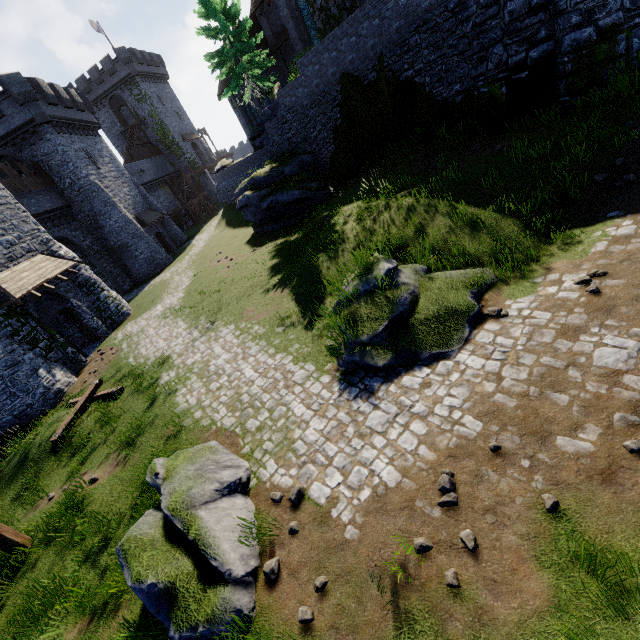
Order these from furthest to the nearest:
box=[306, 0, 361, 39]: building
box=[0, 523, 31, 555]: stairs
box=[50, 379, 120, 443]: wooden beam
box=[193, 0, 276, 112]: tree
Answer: box=[193, 0, 276, 112]: tree < box=[306, 0, 361, 39]: building < box=[50, 379, 120, 443]: wooden beam < box=[0, 523, 31, 555]: stairs

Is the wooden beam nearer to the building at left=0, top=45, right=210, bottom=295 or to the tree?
the building at left=0, top=45, right=210, bottom=295

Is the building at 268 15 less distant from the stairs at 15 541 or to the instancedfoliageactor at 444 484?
the instancedfoliageactor at 444 484

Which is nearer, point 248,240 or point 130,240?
point 248,240

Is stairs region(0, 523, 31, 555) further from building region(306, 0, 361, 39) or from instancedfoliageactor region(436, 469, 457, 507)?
building region(306, 0, 361, 39)

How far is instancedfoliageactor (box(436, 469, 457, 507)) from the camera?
4.6m

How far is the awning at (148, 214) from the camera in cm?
3225

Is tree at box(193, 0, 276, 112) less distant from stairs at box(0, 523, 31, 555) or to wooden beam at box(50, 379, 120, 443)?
wooden beam at box(50, 379, 120, 443)
